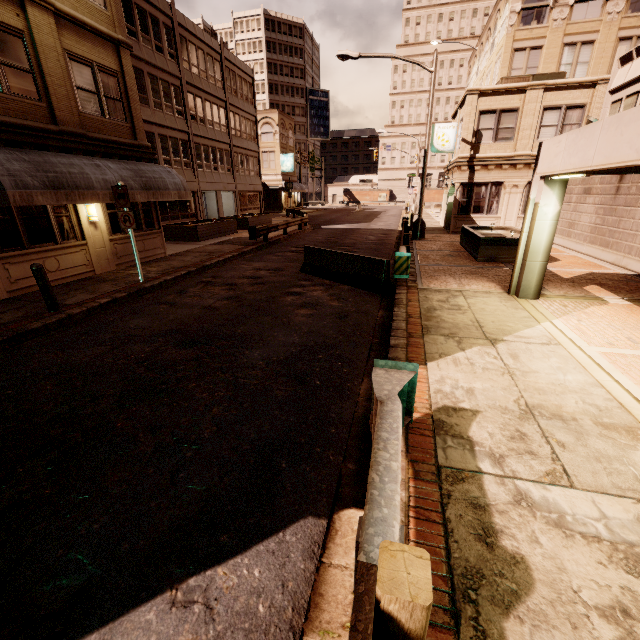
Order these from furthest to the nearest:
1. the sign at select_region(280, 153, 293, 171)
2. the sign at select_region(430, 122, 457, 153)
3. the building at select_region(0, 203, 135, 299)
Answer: the sign at select_region(280, 153, 293, 171) < the sign at select_region(430, 122, 457, 153) < the building at select_region(0, 203, 135, 299)

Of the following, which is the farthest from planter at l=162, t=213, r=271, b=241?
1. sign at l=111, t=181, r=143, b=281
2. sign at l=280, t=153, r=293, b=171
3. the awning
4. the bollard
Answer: sign at l=280, t=153, r=293, b=171

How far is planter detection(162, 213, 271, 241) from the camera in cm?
1983

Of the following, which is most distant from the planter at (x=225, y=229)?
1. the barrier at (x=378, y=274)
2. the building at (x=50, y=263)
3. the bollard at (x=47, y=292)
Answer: the bollard at (x=47, y=292)

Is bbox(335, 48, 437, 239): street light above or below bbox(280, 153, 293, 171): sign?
below

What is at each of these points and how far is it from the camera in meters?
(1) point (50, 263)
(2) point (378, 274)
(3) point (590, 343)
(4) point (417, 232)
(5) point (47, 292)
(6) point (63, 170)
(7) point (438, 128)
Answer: (1) building, 10.4
(2) barrier, 9.7
(3) building, 6.0
(4) street light, 19.2
(5) bollard, 7.9
(6) awning, 9.3
(7) sign, 22.3

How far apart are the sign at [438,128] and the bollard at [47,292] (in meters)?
23.75

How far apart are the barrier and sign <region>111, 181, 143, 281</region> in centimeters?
533cm
